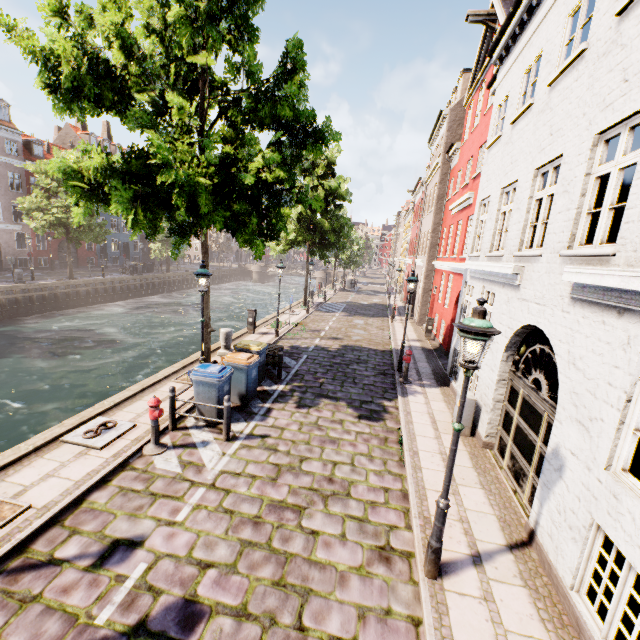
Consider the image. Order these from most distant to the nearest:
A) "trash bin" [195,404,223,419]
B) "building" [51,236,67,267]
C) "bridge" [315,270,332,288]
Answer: "bridge" [315,270,332,288] → "building" [51,236,67,267] → "trash bin" [195,404,223,419]

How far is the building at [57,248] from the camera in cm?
3615

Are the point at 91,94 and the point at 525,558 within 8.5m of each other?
no

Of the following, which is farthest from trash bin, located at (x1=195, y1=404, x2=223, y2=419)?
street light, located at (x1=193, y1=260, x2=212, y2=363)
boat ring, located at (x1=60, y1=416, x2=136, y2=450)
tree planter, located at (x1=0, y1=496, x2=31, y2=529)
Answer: tree planter, located at (x1=0, y1=496, x2=31, y2=529)

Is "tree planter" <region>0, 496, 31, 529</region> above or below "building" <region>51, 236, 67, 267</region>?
below

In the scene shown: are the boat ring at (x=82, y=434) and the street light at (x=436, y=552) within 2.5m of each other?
no

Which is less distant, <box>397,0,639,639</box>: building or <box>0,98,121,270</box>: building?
<box>397,0,639,639</box>: building

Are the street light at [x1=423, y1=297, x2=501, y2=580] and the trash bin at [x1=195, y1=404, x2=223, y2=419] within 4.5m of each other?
no
